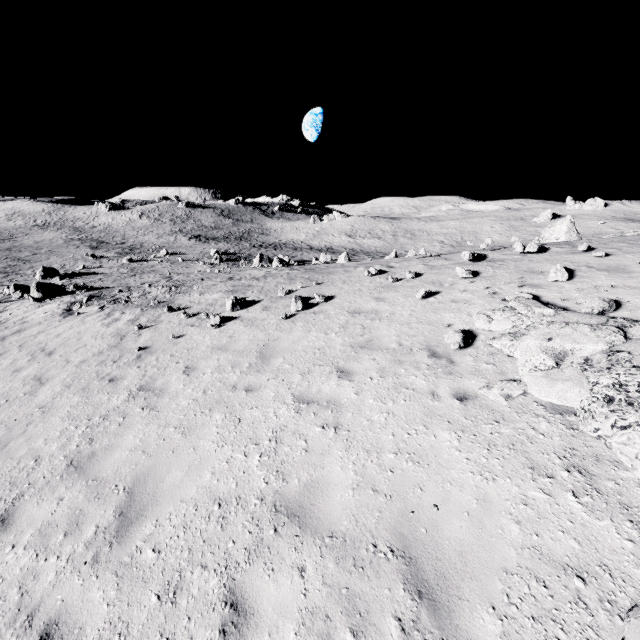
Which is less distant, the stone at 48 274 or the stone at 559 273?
the stone at 559 273

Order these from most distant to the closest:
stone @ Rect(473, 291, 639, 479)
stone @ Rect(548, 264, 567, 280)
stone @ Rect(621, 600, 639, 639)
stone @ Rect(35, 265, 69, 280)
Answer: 1. stone @ Rect(35, 265, 69, 280)
2. stone @ Rect(548, 264, 567, 280)
3. stone @ Rect(473, 291, 639, 479)
4. stone @ Rect(621, 600, 639, 639)

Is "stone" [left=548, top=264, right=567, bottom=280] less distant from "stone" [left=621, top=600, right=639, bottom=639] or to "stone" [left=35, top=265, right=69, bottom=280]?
"stone" [left=621, top=600, right=639, bottom=639]

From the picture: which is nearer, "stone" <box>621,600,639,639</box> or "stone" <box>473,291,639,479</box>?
"stone" <box>621,600,639,639</box>

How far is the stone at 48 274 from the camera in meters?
31.0 m

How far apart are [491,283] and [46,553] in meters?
11.0 m

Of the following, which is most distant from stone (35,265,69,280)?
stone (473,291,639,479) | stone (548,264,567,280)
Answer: stone (548,264,567,280)
